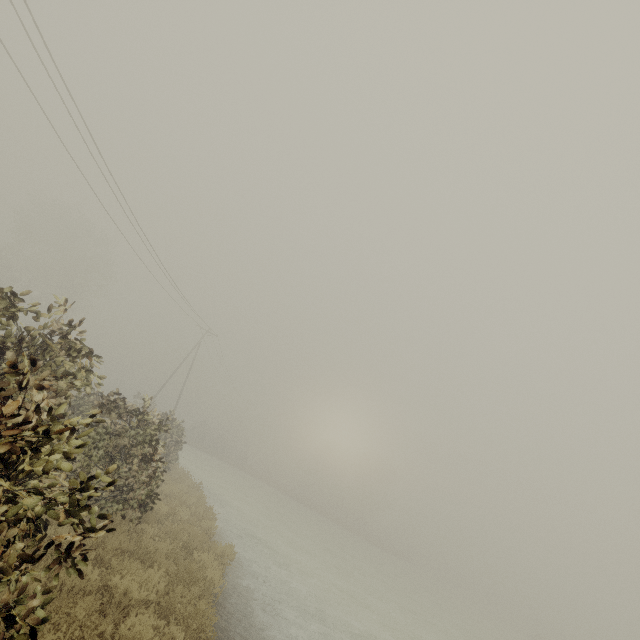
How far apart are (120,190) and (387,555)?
55.57m
